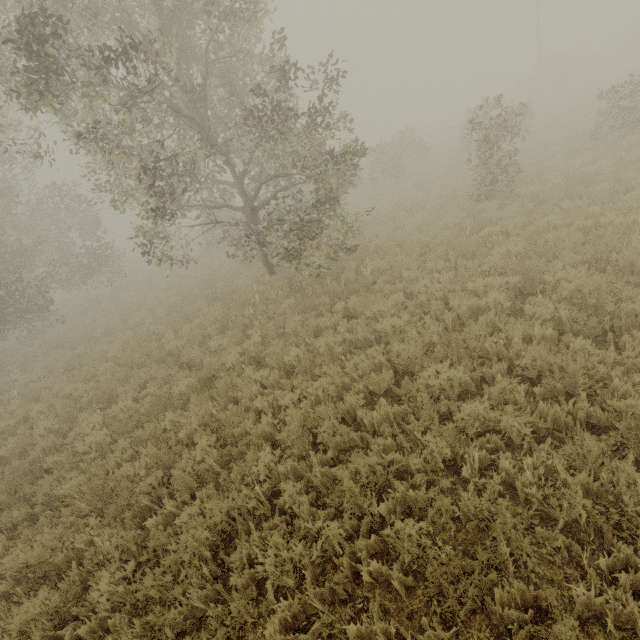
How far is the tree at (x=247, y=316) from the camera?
8.4 meters

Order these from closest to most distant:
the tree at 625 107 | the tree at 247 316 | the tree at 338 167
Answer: the tree at 338 167
the tree at 247 316
the tree at 625 107

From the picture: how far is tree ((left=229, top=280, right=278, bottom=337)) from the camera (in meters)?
8.43

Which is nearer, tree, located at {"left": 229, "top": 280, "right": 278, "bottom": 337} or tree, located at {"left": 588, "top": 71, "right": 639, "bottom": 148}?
→ tree, located at {"left": 229, "top": 280, "right": 278, "bottom": 337}

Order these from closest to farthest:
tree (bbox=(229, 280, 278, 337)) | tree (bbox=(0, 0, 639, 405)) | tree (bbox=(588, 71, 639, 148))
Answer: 1. tree (bbox=(0, 0, 639, 405))
2. tree (bbox=(229, 280, 278, 337))
3. tree (bbox=(588, 71, 639, 148))

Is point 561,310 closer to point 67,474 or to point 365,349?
point 365,349
